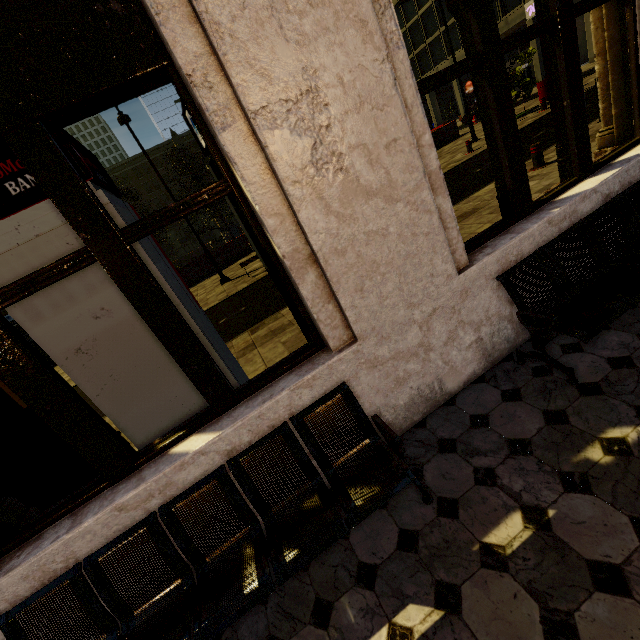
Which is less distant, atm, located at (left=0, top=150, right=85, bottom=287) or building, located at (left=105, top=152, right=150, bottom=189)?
atm, located at (left=0, top=150, right=85, bottom=287)

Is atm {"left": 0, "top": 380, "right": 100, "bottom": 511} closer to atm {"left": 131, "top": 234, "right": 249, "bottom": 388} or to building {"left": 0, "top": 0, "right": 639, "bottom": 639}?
building {"left": 0, "top": 0, "right": 639, "bottom": 639}

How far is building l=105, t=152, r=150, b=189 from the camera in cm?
5791

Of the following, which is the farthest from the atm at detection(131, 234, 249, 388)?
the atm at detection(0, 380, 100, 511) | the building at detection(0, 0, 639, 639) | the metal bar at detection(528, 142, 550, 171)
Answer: the metal bar at detection(528, 142, 550, 171)

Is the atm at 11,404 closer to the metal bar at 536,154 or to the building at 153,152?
the building at 153,152

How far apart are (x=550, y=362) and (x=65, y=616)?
3.7 meters

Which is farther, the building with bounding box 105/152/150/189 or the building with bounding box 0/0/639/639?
the building with bounding box 105/152/150/189

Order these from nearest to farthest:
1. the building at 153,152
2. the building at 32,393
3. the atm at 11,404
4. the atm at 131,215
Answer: the building at 32,393 < the atm at 131,215 < the atm at 11,404 < the building at 153,152
